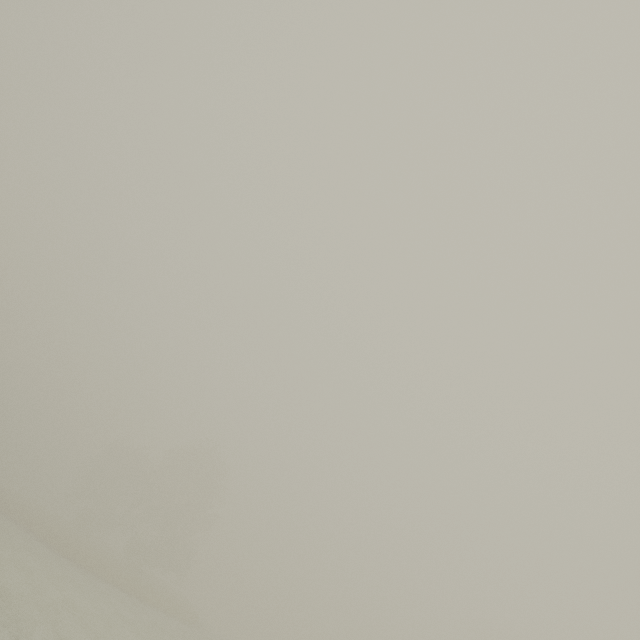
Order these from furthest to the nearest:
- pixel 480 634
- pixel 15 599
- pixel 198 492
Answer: pixel 480 634 → pixel 198 492 → pixel 15 599
